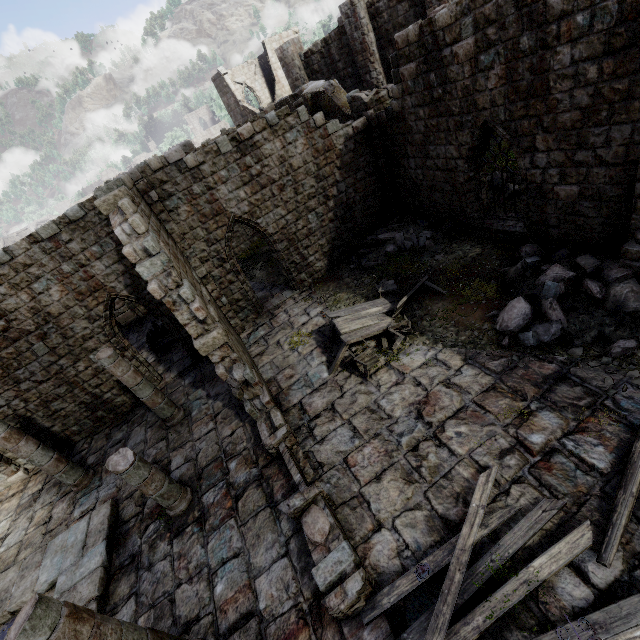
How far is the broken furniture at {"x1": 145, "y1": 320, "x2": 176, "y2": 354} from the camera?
15.69m

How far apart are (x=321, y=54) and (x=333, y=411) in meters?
21.6

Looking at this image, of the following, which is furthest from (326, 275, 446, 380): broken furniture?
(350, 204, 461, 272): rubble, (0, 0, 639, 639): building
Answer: (350, 204, 461, 272): rubble

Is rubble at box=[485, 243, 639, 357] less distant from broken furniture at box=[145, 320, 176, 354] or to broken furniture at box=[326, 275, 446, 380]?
broken furniture at box=[326, 275, 446, 380]

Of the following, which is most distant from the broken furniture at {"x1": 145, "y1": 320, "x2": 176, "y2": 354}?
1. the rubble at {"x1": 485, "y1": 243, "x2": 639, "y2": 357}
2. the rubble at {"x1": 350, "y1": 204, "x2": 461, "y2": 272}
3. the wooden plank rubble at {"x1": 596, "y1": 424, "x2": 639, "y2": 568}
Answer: the wooden plank rubble at {"x1": 596, "y1": 424, "x2": 639, "y2": 568}

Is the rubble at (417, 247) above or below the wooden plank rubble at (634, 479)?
above

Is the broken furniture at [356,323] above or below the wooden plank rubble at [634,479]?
above

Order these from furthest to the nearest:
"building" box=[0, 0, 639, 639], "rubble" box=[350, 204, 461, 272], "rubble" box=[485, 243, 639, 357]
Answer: "rubble" box=[350, 204, 461, 272] → "rubble" box=[485, 243, 639, 357] → "building" box=[0, 0, 639, 639]
